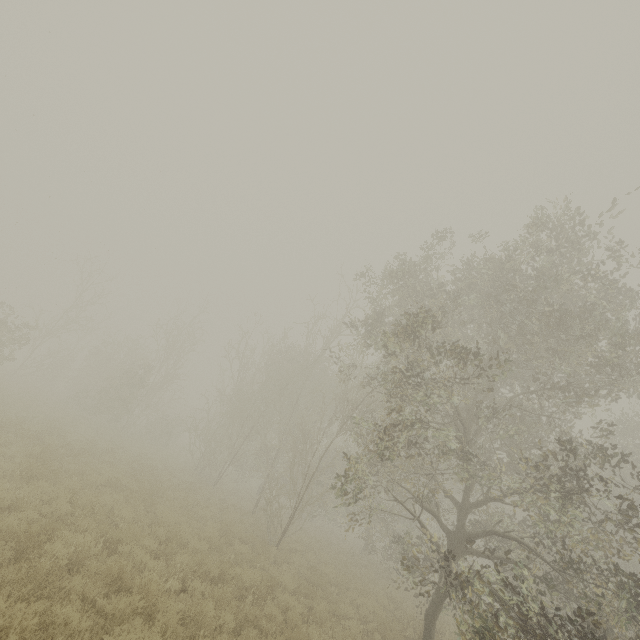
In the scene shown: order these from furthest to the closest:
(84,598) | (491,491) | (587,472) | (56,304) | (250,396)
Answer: (250,396), (587,472), (491,491), (56,304), (84,598)
